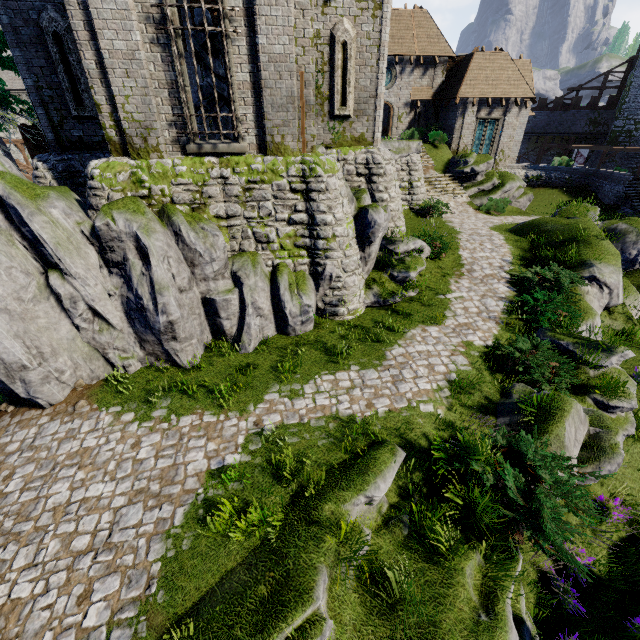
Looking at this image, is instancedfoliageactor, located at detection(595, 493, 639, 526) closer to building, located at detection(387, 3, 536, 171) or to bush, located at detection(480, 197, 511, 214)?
building, located at detection(387, 3, 536, 171)

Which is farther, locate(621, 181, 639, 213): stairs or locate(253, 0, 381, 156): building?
locate(621, 181, 639, 213): stairs

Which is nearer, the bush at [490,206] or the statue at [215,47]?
the statue at [215,47]

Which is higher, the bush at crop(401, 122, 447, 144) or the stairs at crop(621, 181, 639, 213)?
the bush at crop(401, 122, 447, 144)

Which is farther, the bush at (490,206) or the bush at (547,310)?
the bush at (490,206)

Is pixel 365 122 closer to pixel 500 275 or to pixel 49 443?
pixel 500 275

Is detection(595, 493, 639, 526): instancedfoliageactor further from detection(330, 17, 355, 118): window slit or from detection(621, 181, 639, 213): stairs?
detection(621, 181, 639, 213): stairs

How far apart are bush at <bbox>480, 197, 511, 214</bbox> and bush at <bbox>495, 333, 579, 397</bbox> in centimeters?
1511cm
